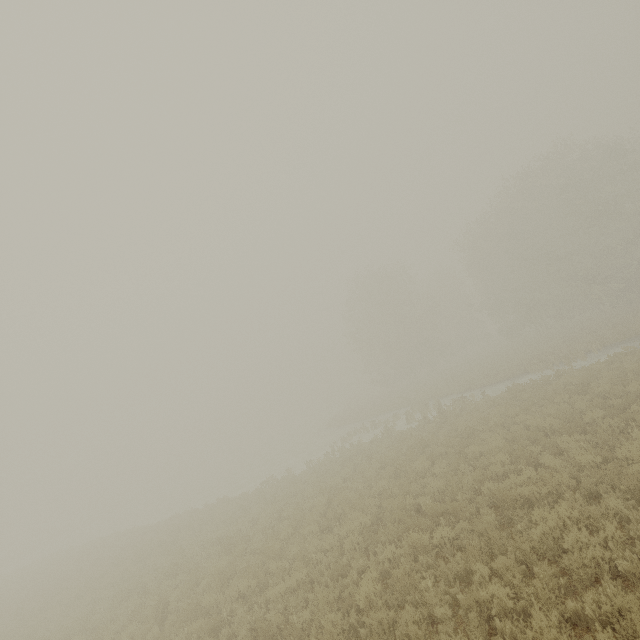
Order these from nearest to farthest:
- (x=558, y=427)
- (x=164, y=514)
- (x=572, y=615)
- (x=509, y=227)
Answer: (x=572, y=615)
(x=558, y=427)
(x=164, y=514)
(x=509, y=227)
